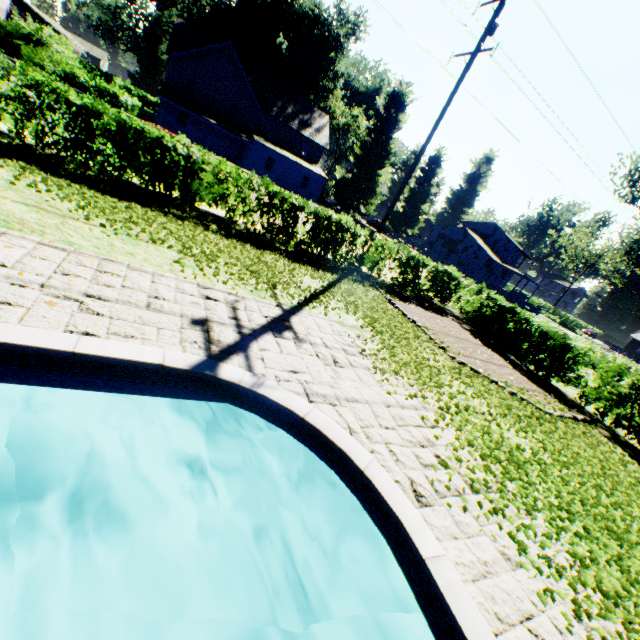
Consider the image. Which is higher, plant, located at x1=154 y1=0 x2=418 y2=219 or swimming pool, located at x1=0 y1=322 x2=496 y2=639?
plant, located at x1=154 y1=0 x2=418 y2=219

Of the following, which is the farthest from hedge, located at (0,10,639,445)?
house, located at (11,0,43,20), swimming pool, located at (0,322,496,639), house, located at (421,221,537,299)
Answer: house, located at (421,221,537,299)

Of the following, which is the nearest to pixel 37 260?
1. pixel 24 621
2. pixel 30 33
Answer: pixel 24 621

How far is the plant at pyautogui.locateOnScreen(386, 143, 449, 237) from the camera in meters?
52.1 m

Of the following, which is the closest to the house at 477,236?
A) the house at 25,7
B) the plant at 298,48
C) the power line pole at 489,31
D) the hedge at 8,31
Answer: the plant at 298,48

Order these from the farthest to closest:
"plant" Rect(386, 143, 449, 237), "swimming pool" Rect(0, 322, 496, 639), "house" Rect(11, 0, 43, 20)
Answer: "house" Rect(11, 0, 43, 20), "plant" Rect(386, 143, 449, 237), "swimming pool" Rect(0, 322, 496, 639)

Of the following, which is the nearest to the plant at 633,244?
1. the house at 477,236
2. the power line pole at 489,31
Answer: the house at 477,236

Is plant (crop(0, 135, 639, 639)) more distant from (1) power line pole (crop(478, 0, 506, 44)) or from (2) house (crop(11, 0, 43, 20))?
(1) power line pole (crop(478, 0, 506, 44))
